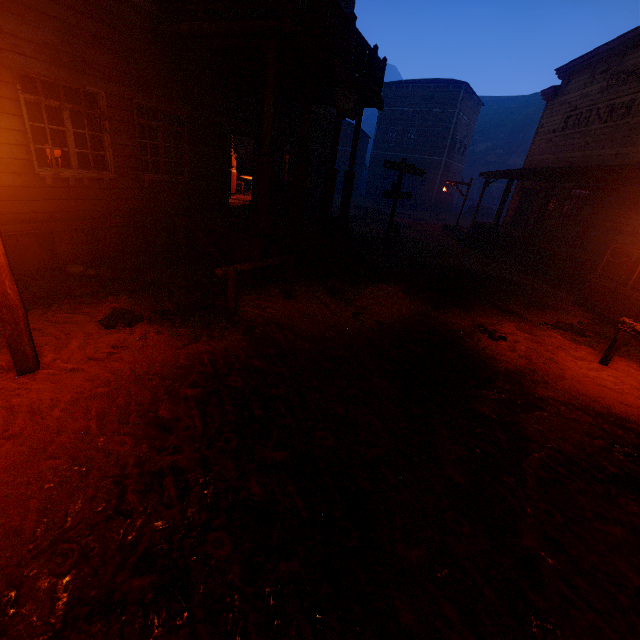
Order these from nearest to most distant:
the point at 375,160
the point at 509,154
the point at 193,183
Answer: the point at 193,183 → the point at 375,160 → the point at 509,154

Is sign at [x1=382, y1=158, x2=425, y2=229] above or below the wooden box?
above

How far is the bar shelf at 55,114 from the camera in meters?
14.6 m

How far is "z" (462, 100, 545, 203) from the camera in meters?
48.5

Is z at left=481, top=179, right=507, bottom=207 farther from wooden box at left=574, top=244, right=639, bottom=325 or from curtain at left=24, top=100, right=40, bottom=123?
curtain at left=24, top=100, right=40, bottom=123

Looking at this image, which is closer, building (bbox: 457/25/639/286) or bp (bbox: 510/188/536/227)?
building (bbox: 457/25/639/286)

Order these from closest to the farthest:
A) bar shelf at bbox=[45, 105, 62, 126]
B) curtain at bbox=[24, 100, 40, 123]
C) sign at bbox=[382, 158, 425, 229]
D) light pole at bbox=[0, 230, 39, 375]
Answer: light pole at bbox=[0, 230, 39, 375] → curtain at bbox=[24, 100, 40, 123] → sign at bbox=[382, 158, 425, 229] → bar shelf at bbox=[45, 105, 62, 126]

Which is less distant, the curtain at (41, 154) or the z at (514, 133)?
the curtain at (41, 154)
